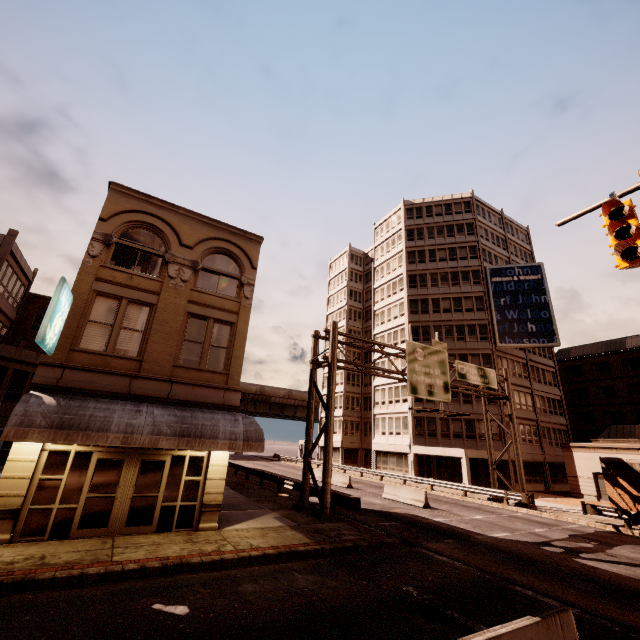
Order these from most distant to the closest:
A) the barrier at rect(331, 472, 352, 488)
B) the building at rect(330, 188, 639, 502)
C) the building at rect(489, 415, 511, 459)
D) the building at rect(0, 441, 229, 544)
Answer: the building at rect(330, 188, 639, 502) < the building at rect(489, 415, 511, 459) < the barrier at rect(331, 472, 352, 488) < the building at rect(0, 441, 229, 544)

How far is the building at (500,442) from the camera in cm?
3384

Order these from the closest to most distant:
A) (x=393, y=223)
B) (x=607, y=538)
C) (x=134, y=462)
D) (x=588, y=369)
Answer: (x=134, y=462) < (x=607, y=538) < (x=588, y=369) < (x=393, y=223)

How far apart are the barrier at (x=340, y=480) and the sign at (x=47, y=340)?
24.3 meters

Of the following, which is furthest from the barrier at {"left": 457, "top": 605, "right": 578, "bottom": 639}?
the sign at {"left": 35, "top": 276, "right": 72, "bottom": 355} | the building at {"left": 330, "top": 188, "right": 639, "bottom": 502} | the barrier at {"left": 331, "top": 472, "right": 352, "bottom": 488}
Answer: the building at {"left": 330, "top": 188, "right": 639, "bottom": 502}

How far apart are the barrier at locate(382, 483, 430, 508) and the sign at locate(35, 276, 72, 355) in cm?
2162

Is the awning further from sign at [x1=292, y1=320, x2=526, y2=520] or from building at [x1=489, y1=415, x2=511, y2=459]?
building at [x1=489, y1=415, x2=511, y2=459]

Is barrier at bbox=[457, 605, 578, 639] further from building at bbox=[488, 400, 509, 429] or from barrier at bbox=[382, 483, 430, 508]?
building at bbox=[488, 400, 509, 429]
